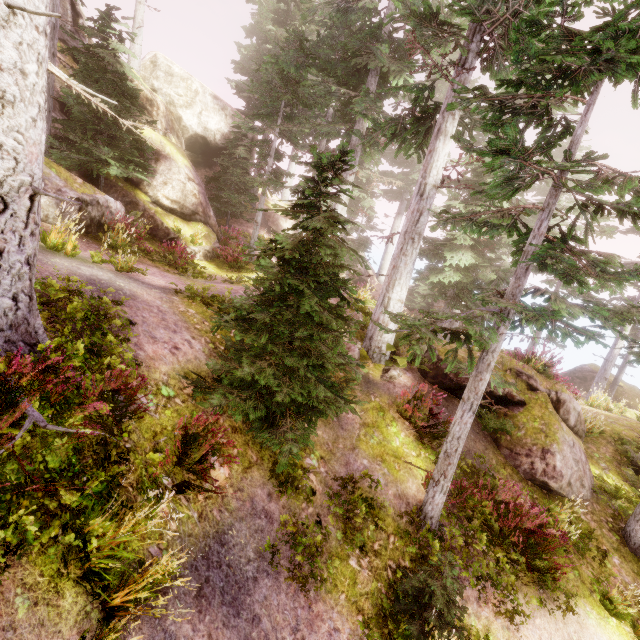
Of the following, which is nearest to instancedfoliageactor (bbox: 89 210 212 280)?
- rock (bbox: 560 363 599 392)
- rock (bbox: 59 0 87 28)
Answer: rock (bbox: 59 0 87 28)

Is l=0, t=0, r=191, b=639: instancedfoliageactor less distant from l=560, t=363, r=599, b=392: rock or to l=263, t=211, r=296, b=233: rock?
l=263, t=211, r=296, b=233: rock

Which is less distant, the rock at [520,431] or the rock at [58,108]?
the rock at [520,431]

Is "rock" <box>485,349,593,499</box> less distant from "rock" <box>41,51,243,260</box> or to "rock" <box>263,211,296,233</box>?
"rock" <box>41,51,243,260</box>

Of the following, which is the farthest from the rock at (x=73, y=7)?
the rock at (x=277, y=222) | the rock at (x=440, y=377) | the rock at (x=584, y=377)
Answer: the rock at (x=584, y=377)

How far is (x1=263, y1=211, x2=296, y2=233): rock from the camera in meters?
27.1 m

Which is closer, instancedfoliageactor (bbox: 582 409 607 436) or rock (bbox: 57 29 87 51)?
instancedfoliageactor (bbox: 582 409 607 436)

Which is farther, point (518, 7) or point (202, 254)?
point (202, 254)
